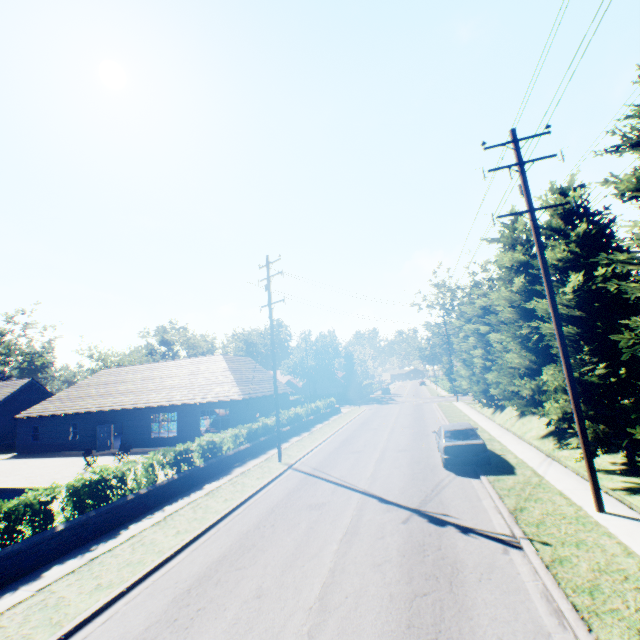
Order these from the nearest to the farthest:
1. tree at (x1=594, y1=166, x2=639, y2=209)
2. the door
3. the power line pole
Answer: tree at (x1=594, y1=166, x2=639, y2=209), the power line pole, the door

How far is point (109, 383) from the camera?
33.03m

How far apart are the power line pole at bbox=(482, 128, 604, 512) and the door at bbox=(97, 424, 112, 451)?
32.96m

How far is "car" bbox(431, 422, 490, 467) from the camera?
13.15m

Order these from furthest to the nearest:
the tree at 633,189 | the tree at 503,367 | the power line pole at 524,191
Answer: the tree at 503,367 < the power line pole at 524,191 < the tree at 633,189

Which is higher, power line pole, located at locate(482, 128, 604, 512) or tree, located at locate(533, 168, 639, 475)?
power line pole, located at locate(482, 128, 604, 512)

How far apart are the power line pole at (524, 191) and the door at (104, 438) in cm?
3296

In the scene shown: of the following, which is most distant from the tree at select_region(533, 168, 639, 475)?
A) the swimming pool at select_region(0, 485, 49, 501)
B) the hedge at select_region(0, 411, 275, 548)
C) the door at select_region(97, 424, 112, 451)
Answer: the door at select_region(97, 424, 112, 451)
